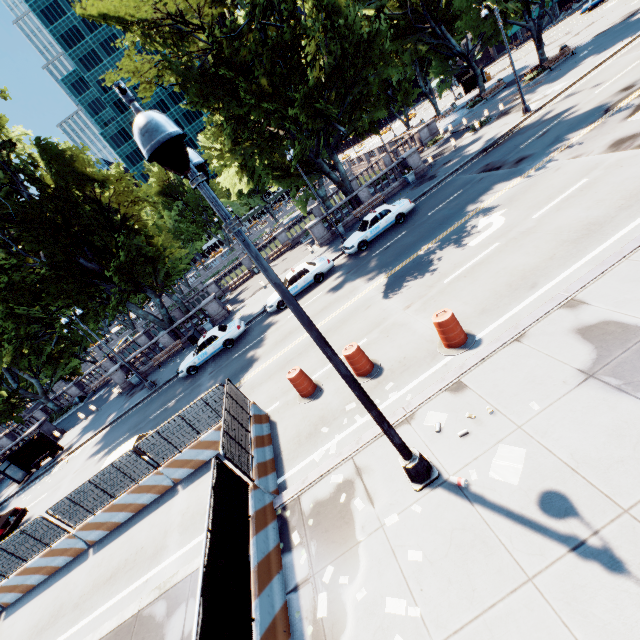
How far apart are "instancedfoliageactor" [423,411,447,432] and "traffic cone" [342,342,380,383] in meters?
2.7

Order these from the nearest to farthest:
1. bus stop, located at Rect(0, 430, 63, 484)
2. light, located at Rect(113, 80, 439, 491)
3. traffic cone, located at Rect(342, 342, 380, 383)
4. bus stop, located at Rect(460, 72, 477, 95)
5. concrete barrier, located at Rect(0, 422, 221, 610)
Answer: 1. light, located at Rect(113, 80, 439, 491)
2. traffic cone, located at Rect(342, 342, 380, 383)
3. concrete barrier, located at Rect(0, 422, 221, 610)
4. bus stop, located at Rect(0, 430, 63, 484)
5. bus stop, located at Rect(460, 72, 477, 95)

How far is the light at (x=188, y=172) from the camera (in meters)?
2.91

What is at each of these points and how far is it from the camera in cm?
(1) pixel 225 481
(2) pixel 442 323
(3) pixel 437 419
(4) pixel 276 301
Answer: (1) fence, 725
(2) traffic cone, 873
(3) instancedfoliageactor, 742
(4) vehicle, 2058

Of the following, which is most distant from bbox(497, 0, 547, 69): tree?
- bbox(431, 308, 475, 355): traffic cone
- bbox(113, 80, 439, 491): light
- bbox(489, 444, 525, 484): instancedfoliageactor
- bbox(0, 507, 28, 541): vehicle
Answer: bbox(489, 444, 525, 484): instancedfoliageactor

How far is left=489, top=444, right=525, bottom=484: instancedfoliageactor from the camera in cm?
563

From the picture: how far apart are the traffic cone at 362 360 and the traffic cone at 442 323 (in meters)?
1.83

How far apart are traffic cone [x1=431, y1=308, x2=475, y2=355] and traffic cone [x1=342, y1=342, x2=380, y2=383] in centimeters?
183cm
